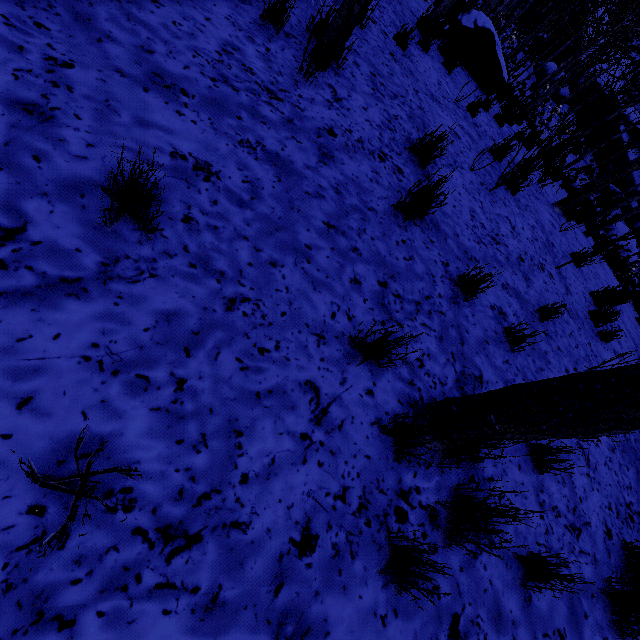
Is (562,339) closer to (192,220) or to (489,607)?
(489,607)

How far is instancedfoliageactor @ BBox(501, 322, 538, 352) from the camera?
2.9m

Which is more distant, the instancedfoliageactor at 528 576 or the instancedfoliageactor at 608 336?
the instancedfoliageactor at 608 336

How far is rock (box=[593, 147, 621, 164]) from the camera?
24.8m

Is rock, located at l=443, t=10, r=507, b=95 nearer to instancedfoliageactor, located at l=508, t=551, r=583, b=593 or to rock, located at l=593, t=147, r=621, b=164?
instancedfoliageactor, located at l=508, t=551, r=583, b=593

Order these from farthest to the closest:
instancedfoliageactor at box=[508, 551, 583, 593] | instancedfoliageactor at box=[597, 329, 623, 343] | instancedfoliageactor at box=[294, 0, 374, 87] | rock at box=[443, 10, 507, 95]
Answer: rock at box=[443, 10, 507, 95]
instancedfoliageactor at box=[597, 329, 623, 343]
instancedfoliageactor at box=[294, 0, 374, 87]
instancedfoliageactor at box=[508, 551, 583, 593]

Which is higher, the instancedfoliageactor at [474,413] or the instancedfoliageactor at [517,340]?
the instancedfoliageactor at [517,340]
